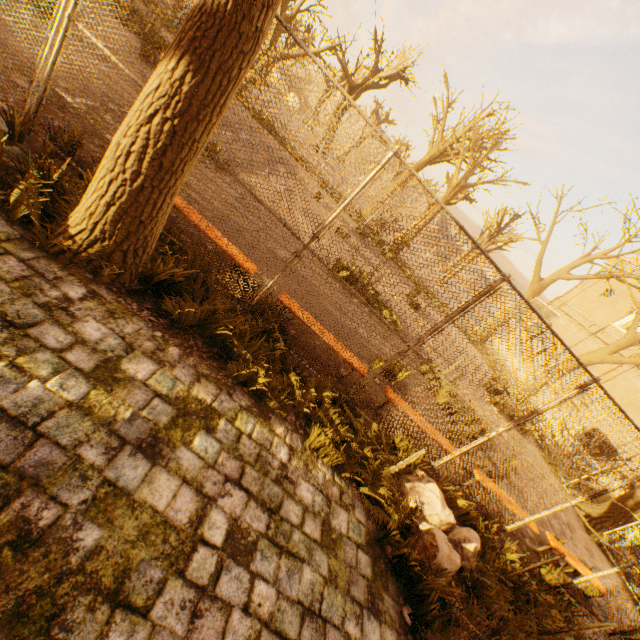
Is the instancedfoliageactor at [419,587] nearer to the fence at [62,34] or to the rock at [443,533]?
the fence at [62,34]

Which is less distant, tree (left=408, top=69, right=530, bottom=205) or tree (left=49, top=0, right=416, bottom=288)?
tree (left=49, top=0, right=416, bottom=288)

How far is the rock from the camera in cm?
379

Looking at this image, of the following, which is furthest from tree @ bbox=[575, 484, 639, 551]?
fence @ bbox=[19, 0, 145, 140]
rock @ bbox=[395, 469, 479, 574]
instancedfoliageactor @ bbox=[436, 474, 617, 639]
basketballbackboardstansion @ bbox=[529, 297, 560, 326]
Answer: rock @ bbox=[395, 469, 479, 574]

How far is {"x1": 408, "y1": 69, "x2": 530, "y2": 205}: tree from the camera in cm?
1966

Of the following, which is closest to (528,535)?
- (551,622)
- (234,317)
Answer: (551,622)

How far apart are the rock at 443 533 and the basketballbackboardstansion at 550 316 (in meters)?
9.02

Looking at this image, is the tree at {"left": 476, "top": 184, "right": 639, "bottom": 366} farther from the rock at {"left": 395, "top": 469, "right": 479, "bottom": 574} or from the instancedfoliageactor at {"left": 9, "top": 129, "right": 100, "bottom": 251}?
Result: the rock at {"left": 395, "top": 469, "right": 479, "bottom": 574}
